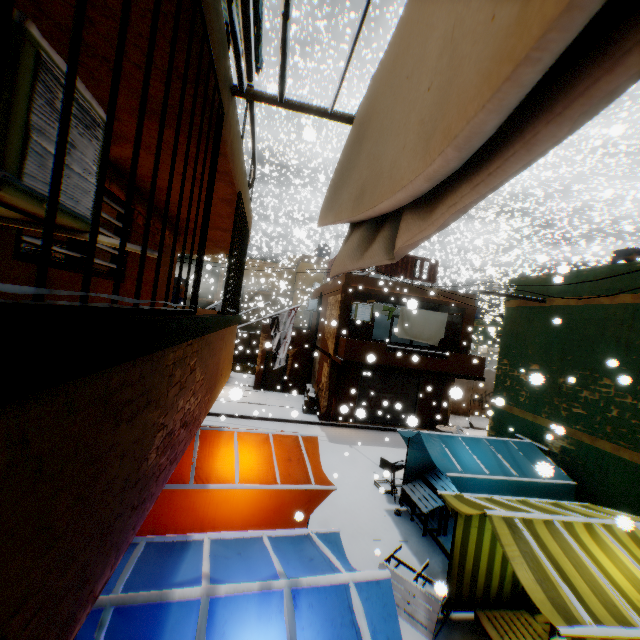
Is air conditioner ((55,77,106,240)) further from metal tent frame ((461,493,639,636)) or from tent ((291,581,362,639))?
metal tent frame ((461,493,639,636))

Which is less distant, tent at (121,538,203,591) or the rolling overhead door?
tent at (121,538,203,591)

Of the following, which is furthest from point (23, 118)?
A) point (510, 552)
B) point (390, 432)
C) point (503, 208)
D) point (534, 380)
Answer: point (503, 208)

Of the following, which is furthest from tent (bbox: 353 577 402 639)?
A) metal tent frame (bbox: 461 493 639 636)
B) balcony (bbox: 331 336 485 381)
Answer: balcony (bbox: 331 336 485 381)

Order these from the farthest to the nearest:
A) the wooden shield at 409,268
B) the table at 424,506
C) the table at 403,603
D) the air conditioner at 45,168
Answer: the wooden shield at 409,268
the table at 424,506
the table at 403,603
the air conditioner at 45,168

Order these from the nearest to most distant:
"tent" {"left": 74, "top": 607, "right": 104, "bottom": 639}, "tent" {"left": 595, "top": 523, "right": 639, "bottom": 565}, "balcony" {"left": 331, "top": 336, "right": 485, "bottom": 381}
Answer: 1. "tent" {"left": 74, "top": 607, "right": 104, "bottom": 639}
2. "tent" {"left": 595, "top": 523, "right": 639, "bottom": 565}
3. "balcony" {"left": 331, "top": 336, "right": 485, "bottom": 381}

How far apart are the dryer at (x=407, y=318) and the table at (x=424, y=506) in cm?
36

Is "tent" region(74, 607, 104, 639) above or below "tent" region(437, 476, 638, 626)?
above
